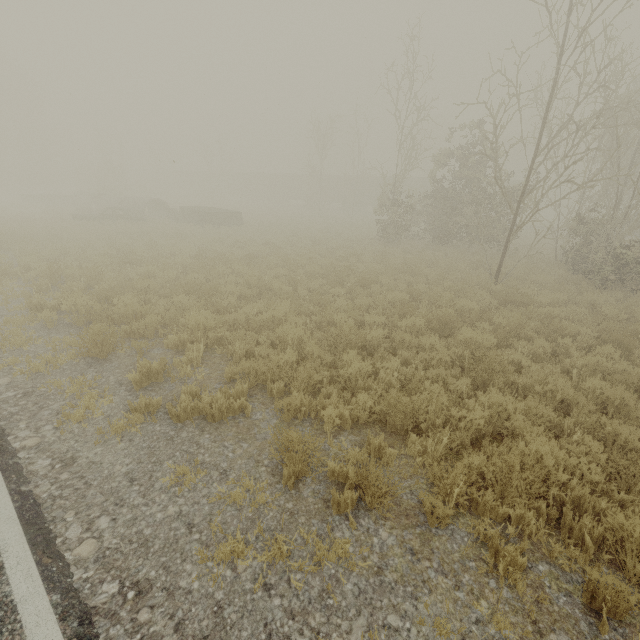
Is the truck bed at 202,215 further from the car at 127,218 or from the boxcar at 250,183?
the boxcar at 250,183

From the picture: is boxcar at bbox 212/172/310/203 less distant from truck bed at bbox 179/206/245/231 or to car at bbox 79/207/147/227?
truck bed at bbox 179/206/245/231

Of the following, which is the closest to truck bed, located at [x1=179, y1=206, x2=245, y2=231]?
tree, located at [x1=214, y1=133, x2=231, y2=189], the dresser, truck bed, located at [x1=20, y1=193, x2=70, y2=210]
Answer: the dresser

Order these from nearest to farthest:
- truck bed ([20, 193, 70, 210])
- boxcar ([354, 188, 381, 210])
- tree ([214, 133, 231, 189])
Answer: truck bed ([20, 193, 70, 210]) → boxcar ([354, 188, 381, 210]) → tree ([214, 133, 231, 189])

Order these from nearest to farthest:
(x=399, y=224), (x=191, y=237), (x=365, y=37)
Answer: (x=191, y=237)
(x=399, y=224)
(x=365, y=37)

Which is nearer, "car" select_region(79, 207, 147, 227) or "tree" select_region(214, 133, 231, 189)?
"car" select_region(79, 207, 147, 227)

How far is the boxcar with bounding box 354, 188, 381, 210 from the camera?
44.53m

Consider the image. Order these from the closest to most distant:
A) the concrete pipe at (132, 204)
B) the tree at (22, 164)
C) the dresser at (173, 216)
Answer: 1. the tree at (22, 164)
2. the dresser at (173, 216)
3. the concrete pipe at (132, 204)
